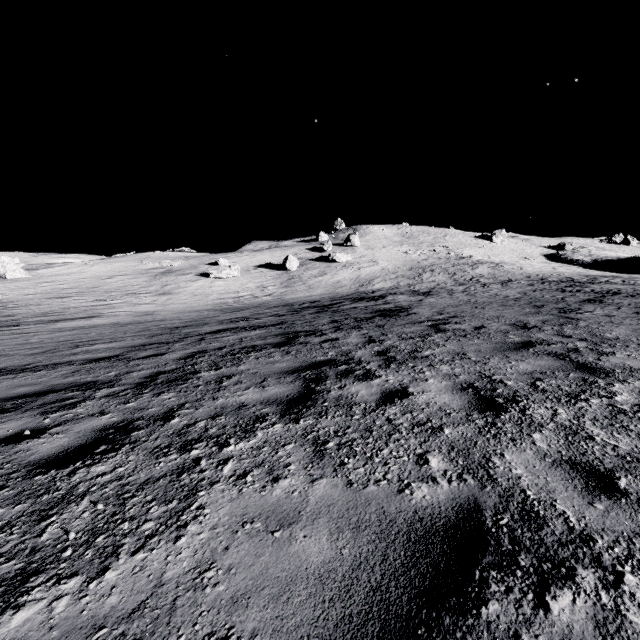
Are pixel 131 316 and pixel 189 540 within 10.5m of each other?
no

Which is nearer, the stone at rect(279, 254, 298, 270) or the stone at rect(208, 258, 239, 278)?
the stone at rect(208, 258, 239, 278)

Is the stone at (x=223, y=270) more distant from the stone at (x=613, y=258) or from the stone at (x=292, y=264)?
the stone at (x=613, y=258)

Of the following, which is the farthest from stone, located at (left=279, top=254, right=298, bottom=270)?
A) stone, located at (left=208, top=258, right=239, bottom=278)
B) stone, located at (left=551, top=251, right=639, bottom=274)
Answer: stone, located at (left=551, top=251, right=639, bottom=274)

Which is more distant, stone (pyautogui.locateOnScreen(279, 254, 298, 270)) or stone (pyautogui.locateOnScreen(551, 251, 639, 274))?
stone (pyautogui.locateOnScreen(551, 251, 639, 274))

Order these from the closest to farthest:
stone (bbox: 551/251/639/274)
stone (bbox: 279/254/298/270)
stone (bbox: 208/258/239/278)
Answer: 1. stone (bbox: 208/258/239/278)
2. stone (bbox: 279/254/298/270)
3. stone (bbox: 551/251/639/274)

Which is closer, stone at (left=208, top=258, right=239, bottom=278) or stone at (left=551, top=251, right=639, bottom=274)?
stone at (left=208, top=258, right=239, bottom=278)
